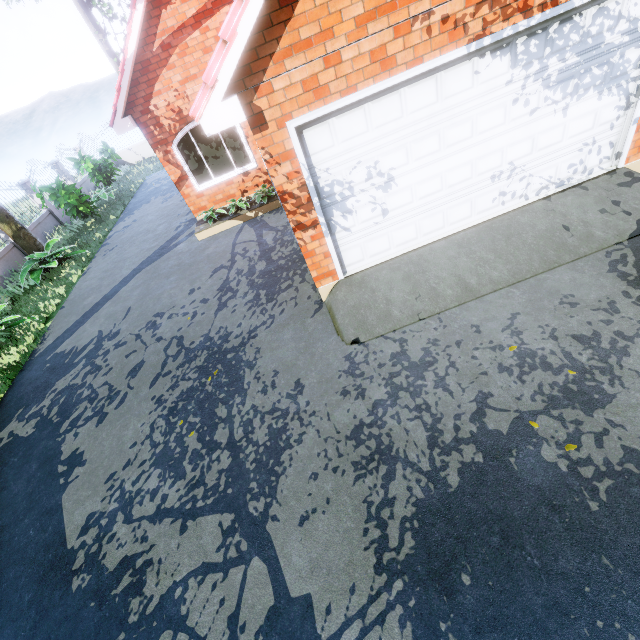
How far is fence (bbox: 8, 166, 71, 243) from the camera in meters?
13.7

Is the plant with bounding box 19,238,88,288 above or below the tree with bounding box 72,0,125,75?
below

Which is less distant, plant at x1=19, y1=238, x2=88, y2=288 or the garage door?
the garage door

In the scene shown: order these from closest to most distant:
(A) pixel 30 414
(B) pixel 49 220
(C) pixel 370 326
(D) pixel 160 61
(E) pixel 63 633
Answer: (E) pixel 63 633 < (C) pixel 370 326 < (A) pixel 30 414 < (D) pixel 160 61 < (B) pixel 49 220

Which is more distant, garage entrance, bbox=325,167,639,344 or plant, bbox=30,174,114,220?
plant, bbox=30,174,114,220

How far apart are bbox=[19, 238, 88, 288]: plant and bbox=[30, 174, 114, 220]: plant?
2.5 meters

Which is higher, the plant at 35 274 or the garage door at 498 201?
the garage door at 498 201

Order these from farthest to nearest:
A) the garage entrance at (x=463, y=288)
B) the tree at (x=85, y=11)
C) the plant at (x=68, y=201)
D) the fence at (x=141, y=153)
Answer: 1. the fence at (x=141, y=153)
2. the plant at (x=68, y=201)
3. the tree at (x=85, y=11)
4. the garage entrance at (x=463, y=288)
